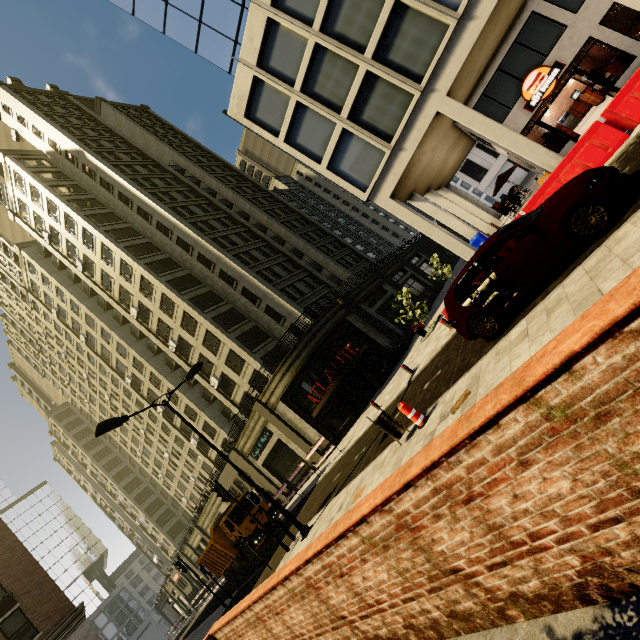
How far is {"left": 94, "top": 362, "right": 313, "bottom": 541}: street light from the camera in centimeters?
1131cm

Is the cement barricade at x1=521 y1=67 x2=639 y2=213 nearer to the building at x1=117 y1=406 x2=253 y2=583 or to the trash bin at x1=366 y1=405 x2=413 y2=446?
A: the trash bin at x1=366 y1=405 x2=413 y2=446

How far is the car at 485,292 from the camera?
5.6m

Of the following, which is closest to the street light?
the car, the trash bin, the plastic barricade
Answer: Answer: the trash bin

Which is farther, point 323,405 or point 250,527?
point 323,405

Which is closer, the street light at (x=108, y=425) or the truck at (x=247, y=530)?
the street light at (x=108, y=425)

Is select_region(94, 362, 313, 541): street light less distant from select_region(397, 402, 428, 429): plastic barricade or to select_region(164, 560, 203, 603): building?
select_region(397, 402, 428, 429): plastic barricade

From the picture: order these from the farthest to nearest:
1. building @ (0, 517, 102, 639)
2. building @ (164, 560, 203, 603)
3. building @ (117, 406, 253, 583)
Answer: building @ (164, 560, 203, 603) < building @ (117, 406, 253, 583) < building @ (0, 517, 102, 639)
